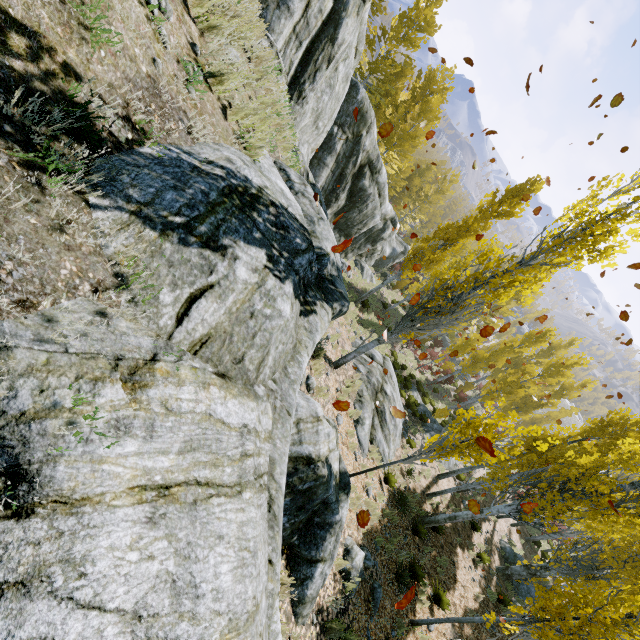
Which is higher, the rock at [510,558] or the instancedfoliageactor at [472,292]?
the instancedfoliageactor at [472,292]

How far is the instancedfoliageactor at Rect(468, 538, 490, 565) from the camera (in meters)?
14.67

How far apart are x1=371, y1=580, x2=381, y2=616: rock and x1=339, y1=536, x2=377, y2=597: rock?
0.8 meters

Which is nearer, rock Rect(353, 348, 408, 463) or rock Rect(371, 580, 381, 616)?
rock Rect(371, 580, 381, 616)

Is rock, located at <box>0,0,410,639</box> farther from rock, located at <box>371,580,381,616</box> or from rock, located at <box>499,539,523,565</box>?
rock, located at <box>499,539,523,565</box>

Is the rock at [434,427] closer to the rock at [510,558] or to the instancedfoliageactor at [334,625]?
the instancedfoliageactor at [334,625]

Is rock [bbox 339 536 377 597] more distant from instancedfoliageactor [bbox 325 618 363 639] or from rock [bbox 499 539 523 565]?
rock [bbox 499 539 523 565]

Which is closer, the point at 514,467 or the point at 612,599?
the point at 612,599
